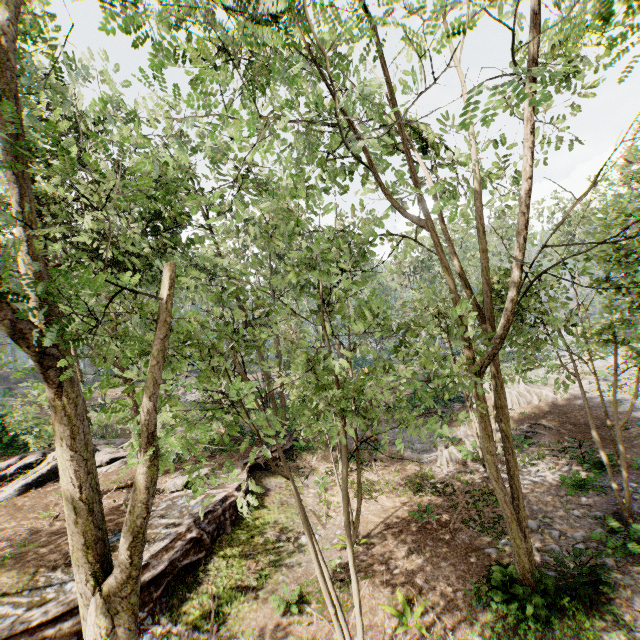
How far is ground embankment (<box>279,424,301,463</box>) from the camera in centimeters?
1895cm

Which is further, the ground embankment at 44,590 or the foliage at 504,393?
the ground embankment at 44,590

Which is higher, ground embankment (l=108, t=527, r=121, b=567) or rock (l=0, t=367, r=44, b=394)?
rock (l=0, t=367, r=44, b=394)

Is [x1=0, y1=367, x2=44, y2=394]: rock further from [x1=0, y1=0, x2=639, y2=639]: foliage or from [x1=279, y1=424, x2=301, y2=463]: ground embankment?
[x1=279, y1=424, x2=301, y2=463]: ground embankment

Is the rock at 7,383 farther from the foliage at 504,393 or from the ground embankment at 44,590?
the ground embankment at 44,590

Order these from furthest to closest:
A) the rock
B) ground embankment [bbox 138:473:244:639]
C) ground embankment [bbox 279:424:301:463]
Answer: the rock
ground embankment [bbox 279:424:301:463]
ground embankment [bbox 138:473:244:639]

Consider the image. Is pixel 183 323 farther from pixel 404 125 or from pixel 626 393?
pixel 626 393

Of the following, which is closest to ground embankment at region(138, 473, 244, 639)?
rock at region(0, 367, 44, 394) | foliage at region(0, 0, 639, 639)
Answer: foliage at region(0, 0, 639, 639)
